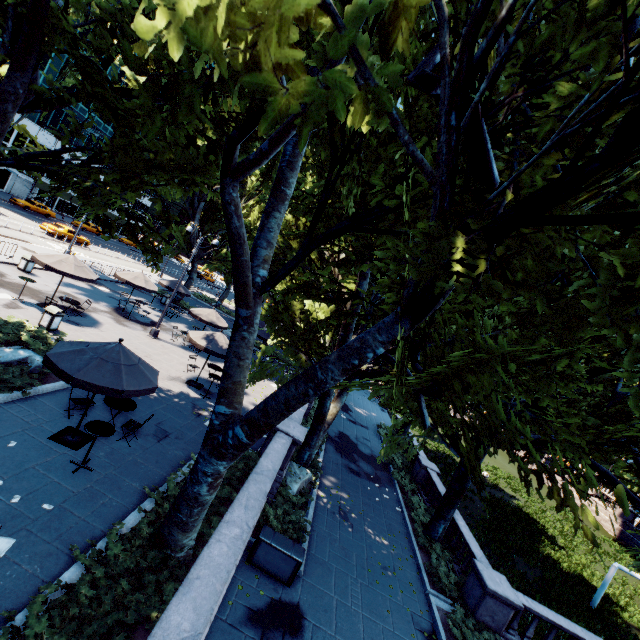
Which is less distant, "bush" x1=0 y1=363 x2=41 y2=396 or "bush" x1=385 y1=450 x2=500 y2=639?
"bush" x1=0 y1=363 x2=41 y2=396

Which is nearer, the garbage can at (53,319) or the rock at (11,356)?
the rock at (11,356)

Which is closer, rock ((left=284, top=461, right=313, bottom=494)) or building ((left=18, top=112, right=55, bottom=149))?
rock ((left=284, top=461, right=313, bottom=494))

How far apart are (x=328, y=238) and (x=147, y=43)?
4.7 meters

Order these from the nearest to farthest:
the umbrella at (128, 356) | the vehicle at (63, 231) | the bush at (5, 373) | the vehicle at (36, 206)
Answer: the umbrella at (128, 356), the bush at (5, 373), the vehicle at (63, 231), the vehicle at (36, 206)

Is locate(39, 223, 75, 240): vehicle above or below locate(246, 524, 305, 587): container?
above

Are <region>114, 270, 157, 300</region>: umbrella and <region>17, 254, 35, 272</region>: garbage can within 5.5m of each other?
yes

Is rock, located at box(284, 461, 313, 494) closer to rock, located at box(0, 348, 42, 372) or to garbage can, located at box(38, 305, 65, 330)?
rock, located at box(0, 348, 42, 372)
